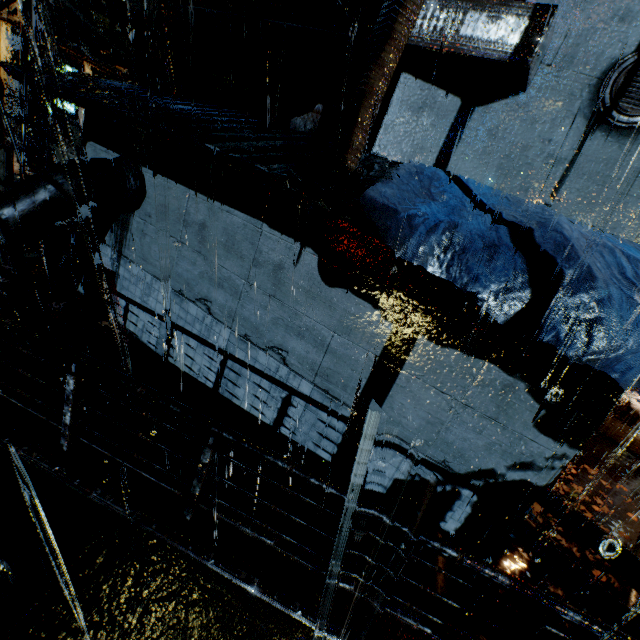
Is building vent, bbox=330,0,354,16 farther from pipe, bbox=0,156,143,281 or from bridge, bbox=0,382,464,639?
bridge, bbox=0,382,464,639

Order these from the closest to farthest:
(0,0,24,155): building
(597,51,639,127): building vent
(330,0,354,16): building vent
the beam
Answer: (597,51,639,127): building vent, (330,0,354,16): building vent, (0,0,24,155): building, the beam

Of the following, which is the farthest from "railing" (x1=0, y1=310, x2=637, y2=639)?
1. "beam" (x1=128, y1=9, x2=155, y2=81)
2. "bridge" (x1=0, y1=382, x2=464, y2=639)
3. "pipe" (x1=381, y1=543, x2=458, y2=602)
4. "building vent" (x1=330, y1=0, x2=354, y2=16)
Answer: "beam" (x1=128, y1=9, x2=155, y2=81)

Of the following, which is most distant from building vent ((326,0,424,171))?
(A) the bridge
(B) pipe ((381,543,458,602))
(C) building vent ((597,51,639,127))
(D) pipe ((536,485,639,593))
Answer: (D) pipe ((536,485,639,593))

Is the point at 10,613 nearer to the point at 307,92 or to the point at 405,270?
the point at 405,270

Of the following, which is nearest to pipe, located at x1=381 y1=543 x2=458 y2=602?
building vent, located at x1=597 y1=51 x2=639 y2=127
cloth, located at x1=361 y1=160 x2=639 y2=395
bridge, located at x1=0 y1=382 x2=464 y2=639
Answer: bridge, located at x1=0 y1=382 x2=464 y2=639

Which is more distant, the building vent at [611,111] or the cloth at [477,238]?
the building vent at [611,111]

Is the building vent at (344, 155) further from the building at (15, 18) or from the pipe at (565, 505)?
the pipe at (565, 505)
